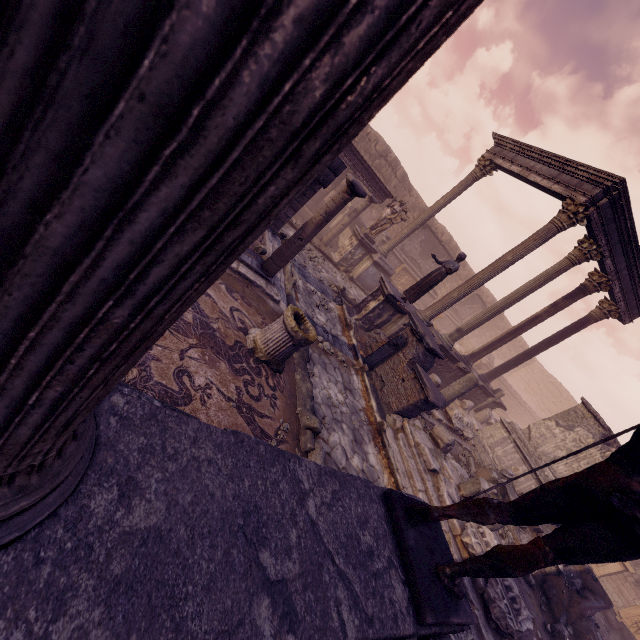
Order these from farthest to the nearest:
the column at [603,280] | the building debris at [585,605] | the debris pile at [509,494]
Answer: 1. the column at [603,280]
2. the debris pile at [509,494]
3. the building debris at [585,605]

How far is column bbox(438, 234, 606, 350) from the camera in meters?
10.3

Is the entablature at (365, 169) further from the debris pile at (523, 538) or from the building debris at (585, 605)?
the building debris at (585, 605)

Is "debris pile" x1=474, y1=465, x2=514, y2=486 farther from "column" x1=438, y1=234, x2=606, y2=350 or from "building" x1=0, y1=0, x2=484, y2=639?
"building" x1=0, y1=0, x2=484, y2=639

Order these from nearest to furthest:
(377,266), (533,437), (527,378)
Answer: (533,437)
(377,266)
(527,378)

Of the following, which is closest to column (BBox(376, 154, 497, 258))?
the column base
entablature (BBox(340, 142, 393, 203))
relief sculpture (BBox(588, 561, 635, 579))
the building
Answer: entablature (BBox(340, 142, 393, 203))

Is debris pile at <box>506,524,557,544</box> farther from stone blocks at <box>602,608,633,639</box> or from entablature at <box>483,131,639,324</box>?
entablature at <box>483,131,639,324</box>

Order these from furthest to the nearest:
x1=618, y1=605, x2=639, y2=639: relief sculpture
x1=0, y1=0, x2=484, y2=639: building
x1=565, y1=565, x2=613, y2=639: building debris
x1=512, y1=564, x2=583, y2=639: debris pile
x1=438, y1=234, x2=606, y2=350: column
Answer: x1=618, y1=605, x2=639, y2=639: relief sculpture → x1=438, y1=234, x2=606, y2=350: column → x1=565, y1=565, x2=613, y2=639: building debris → x1=512, y1=564, x2=583, y2=639: debris pile → x1=0, y1=0, x2=484, y2=639: building
